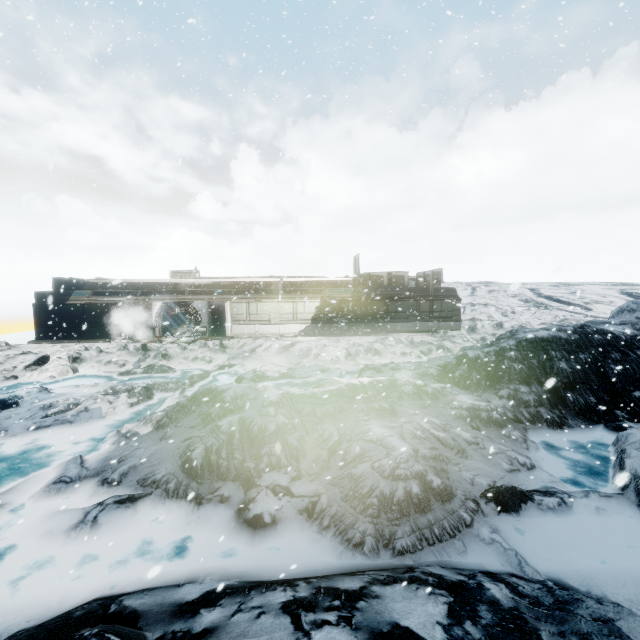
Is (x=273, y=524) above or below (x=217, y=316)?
below
